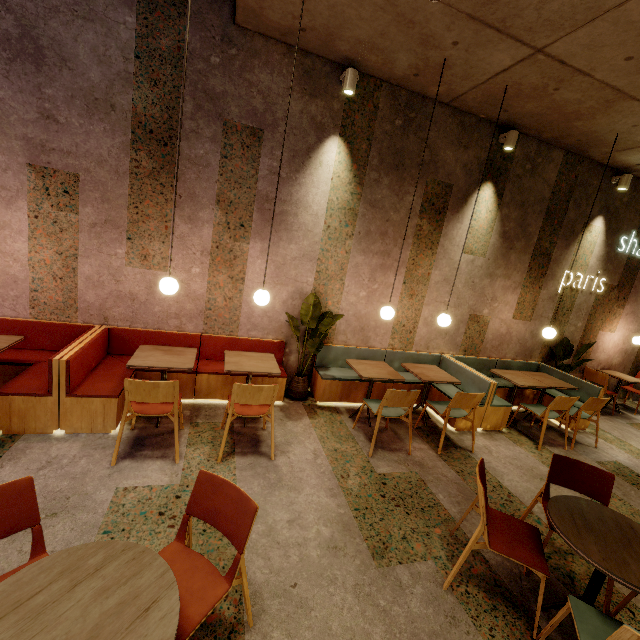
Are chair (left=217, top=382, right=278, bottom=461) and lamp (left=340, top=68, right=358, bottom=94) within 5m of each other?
yes

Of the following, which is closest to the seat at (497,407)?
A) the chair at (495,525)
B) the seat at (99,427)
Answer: the seat at (99,427)

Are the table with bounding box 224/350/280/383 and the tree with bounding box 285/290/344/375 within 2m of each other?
yes

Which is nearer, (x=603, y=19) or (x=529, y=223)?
(x=603, y=19)

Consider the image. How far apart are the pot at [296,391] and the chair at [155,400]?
1.61m

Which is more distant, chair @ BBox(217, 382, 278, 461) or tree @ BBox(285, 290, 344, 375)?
tree @ BBox(285, 290, 344, 375)

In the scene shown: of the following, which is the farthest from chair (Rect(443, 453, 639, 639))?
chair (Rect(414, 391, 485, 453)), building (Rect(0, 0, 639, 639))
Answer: chair (Rect(414, 391, 485, 453))

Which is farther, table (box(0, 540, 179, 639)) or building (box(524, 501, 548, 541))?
building (box(524, 501, 548, 541))
